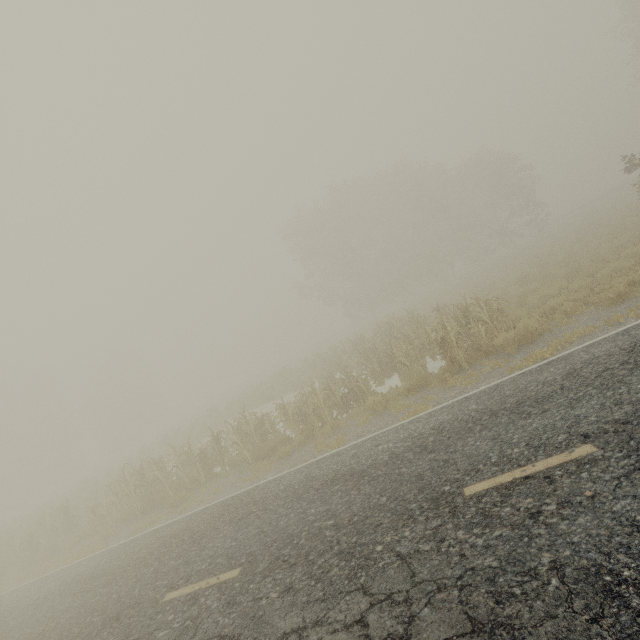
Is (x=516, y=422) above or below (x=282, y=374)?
below
